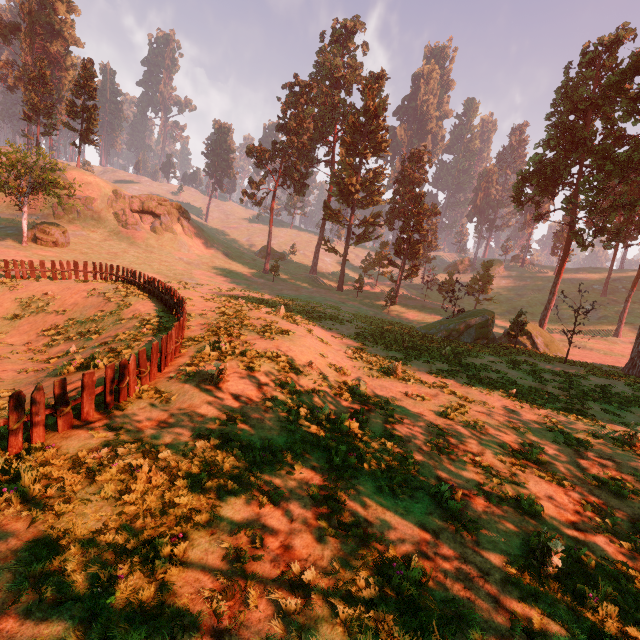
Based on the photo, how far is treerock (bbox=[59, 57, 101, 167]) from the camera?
49.7 meters

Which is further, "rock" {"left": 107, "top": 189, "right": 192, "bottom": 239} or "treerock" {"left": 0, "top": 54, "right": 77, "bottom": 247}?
"rock" {"left": 107, "top": 189, "right": 192, "bottom": 239}

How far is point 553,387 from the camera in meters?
17.8

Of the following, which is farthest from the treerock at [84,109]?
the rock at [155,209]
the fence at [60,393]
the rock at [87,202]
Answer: the rock at [155,209]

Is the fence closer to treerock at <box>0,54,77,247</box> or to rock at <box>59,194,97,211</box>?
treerock at <box>0,54,77,247</box>

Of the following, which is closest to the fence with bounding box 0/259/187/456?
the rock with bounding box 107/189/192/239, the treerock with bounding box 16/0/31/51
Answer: the treerock with bounding box 16/0/31/51

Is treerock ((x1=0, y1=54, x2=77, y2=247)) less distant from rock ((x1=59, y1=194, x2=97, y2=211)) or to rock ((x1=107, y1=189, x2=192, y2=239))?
rock ((x1=59, y1=194, x2=97, y2=211))
